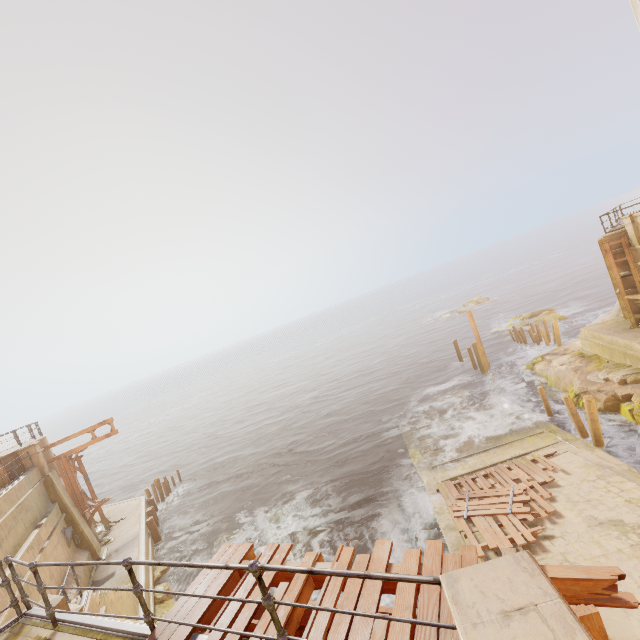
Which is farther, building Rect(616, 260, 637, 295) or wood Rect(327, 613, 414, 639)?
building Rect(616, 260, 637, 295)

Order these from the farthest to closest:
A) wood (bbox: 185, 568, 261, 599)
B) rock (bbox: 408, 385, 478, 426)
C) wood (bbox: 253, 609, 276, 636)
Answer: rock (bbox: 408, 385, 478, 426) → wood (bbox: 185, 568, 261, 599) → wood (bbox: 253, 609, 276, 636)

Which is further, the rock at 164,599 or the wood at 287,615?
the rock at 164,599

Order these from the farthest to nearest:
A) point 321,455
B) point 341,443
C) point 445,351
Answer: point 445,351 → point 341,443 → point 321,455

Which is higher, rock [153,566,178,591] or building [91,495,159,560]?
building [91,495,159,560]

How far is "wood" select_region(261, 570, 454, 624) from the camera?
2.9m

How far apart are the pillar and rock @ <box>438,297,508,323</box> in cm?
5369

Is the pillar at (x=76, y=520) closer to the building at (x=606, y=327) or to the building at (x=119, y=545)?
the building at (x=119, y=545)
